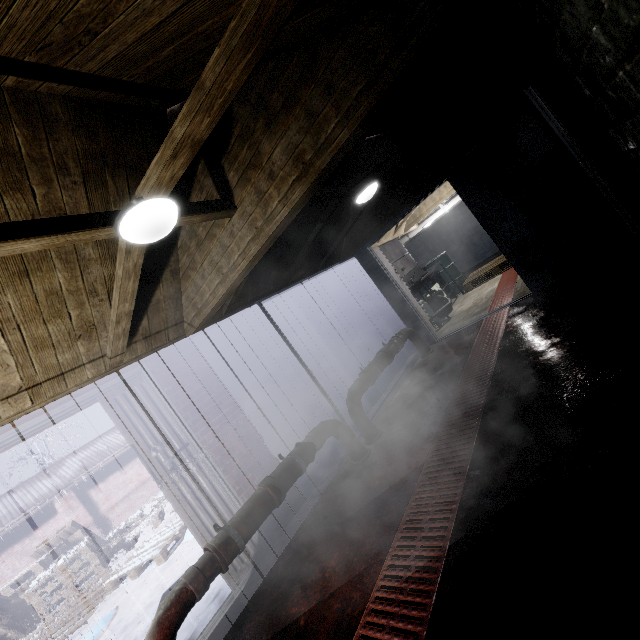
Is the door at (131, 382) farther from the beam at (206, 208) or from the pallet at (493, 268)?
the pallet at (493, 268)

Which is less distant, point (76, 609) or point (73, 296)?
point (73, 296)

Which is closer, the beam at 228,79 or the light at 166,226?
the beam at 228,79

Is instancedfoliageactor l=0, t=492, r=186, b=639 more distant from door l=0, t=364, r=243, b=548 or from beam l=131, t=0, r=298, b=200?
beam l=131, t=0, r=298, b=200

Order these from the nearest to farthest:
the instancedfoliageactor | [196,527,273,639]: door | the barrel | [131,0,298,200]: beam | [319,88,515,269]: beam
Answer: [131,0,298,200]: beam
[196,527,273,639]: door
[319,88,515,269]: beam
the instancedfoliageactor
the barrel

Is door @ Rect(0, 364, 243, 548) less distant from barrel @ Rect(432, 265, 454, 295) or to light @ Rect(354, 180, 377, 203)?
light @ Rect(354, 180, 377, 203)

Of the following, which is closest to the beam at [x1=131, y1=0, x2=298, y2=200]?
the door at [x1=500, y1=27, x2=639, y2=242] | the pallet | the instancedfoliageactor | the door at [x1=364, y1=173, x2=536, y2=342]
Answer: the door at [x1=500, y1=27, x2=639, y2=242]

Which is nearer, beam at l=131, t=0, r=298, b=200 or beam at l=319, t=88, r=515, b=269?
beam at l=131, t=0, r=298, b=200
